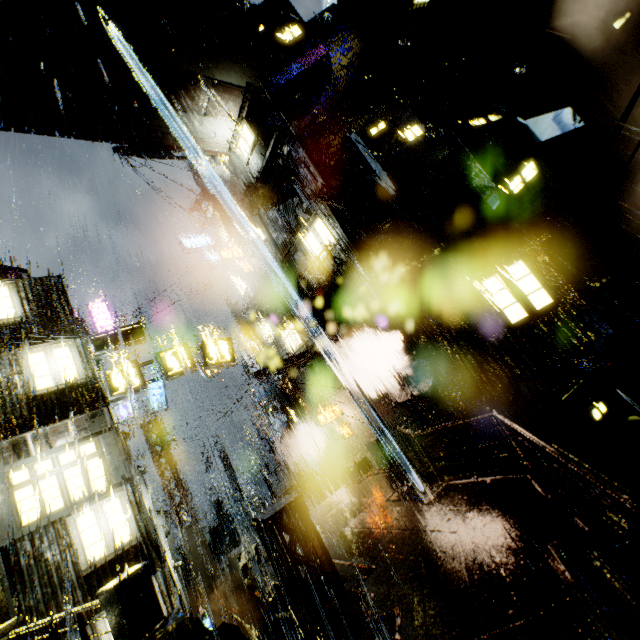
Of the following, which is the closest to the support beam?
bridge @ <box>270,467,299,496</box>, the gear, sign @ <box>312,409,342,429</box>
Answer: the gear

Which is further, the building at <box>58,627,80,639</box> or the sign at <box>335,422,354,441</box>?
the sign at <box>335,422,354,441</box>

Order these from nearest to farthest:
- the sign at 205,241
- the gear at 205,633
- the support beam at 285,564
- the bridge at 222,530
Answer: the gear at 205,633 → the support beam at 285,564 → the bridge at 222,530 → the sign at 205,241

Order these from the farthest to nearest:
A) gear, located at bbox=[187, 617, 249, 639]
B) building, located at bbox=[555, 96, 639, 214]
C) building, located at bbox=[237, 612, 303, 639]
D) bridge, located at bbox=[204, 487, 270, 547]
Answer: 1. bridge, located at bbox=[204, 487, 270, 547]
2. building, located at bbox=[555, 96, 639, 214]
3. building, located at bbox=[237, 612, 303, 639]
4. gear, located at bbox=[187, 617, 249, 639]

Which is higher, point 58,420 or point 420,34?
point 420,34

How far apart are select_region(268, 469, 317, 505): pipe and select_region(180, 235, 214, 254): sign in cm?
2050

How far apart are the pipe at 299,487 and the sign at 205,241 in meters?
20.5 m

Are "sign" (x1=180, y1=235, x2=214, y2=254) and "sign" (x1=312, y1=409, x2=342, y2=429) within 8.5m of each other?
no
